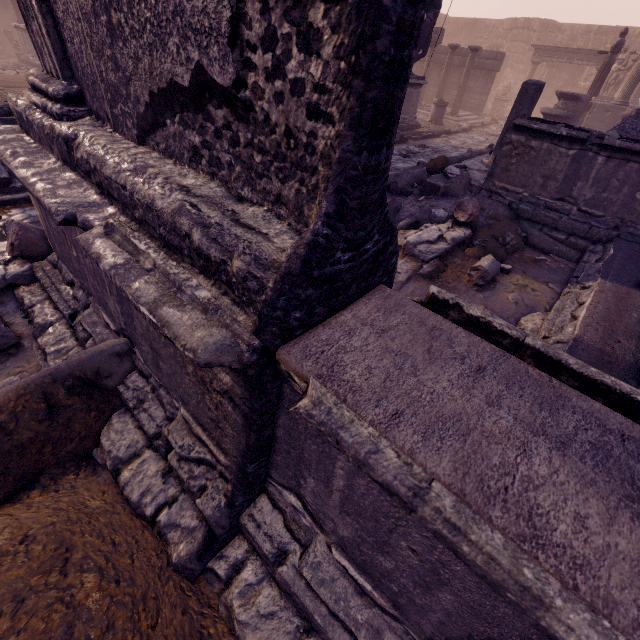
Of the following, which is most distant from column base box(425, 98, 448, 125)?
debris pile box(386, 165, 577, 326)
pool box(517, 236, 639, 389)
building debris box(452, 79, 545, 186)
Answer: pool box(517, 236, 639, 389)

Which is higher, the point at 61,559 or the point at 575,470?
the point at 575,470

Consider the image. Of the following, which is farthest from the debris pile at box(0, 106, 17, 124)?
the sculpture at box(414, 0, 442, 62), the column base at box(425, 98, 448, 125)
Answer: the column base at box(425, 98, 448, 125)

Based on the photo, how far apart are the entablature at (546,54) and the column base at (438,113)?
9.3m

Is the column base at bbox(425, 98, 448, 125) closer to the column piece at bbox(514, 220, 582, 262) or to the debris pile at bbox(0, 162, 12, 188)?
the column piece at bbox(514, 220, 582, 262)

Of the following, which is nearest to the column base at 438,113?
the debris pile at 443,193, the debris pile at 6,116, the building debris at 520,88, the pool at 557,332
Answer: the building debris at 520,88

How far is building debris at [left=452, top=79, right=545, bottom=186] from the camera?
7.0 meters

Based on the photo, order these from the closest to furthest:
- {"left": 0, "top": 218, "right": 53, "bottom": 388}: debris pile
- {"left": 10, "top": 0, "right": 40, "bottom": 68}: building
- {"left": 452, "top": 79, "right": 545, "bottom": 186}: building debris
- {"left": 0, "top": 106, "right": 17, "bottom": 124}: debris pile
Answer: {"left": 0, "top": 218, "right": 53, "bottom": 388}: debris pile
{"left": 0, "top": 106, "right": 17, "bottom": 124}: debris pile
{"left": 452, "top": 79, "right": 545, "bottom": 186}: building debris
{"left": 10, "top": 0, "right": 40, "bottom": 68}: building
